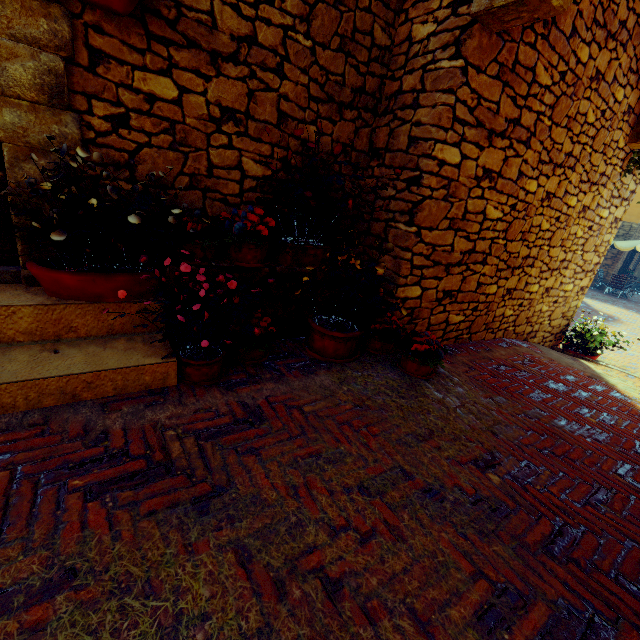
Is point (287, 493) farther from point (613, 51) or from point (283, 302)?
point (613, 51)

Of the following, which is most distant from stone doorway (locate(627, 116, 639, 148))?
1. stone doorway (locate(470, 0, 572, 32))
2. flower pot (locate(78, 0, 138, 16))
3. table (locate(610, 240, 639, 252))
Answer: table (locate(610, 240, 639, 252))

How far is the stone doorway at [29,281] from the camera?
2.1 meters

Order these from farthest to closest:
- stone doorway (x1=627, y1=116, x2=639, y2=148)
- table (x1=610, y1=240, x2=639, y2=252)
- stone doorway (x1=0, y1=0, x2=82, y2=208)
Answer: table (x1=610, y1=240, x2=639, y2=252)
stone doorway (x1=627, y1=116, x2=639, y2=148)
stone doorway (x1=0, y1=0, x2=82, y2=208)

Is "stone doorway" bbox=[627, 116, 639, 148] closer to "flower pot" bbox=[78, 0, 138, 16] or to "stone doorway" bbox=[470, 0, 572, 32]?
"stone doorway" bbox=[470, 0, 572, 32]

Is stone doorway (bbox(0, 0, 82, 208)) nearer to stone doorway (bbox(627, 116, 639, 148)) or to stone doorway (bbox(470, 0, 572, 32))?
stone doorway (bbox(470, 0, 572, 32))

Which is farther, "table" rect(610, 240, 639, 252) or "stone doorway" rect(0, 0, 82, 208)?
"table" rect(610, 240, 639, 252)

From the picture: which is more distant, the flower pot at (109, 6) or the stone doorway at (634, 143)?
the stone doorway at (634, 143)
